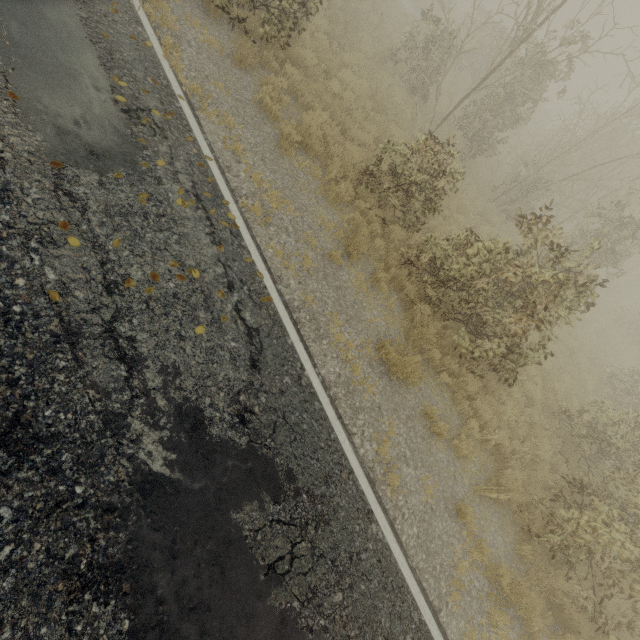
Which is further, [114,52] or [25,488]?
[114,52]

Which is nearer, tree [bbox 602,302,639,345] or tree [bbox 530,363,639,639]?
tree [bbox 530,363,639,639]

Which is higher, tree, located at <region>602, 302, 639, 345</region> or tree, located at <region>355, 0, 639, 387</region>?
tree, located at <region>355, 0, 639, 387</region>

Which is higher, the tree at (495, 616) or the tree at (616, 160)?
the tree at (616, 160)

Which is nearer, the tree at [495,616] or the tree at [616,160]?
the tree at [495,616]
